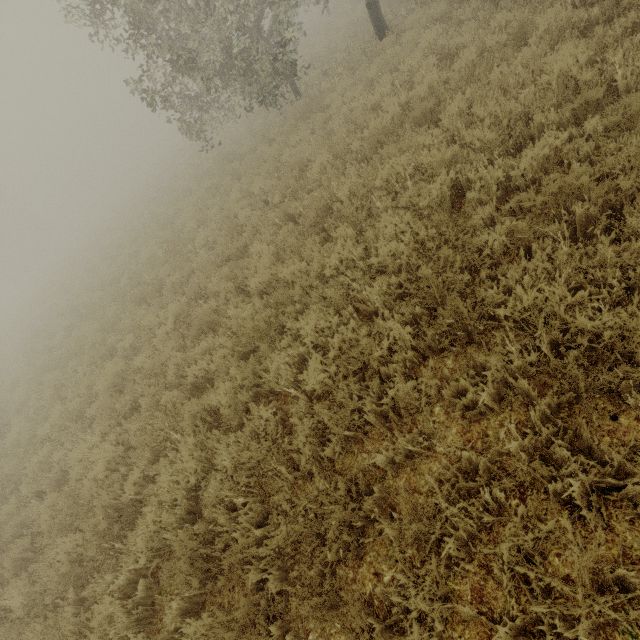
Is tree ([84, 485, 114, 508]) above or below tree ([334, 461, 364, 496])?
above

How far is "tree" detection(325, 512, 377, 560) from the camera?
2.57m

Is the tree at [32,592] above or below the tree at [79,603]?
above

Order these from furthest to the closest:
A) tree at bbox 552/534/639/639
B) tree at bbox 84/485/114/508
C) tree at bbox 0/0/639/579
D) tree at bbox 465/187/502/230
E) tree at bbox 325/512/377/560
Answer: tree at bbox 84/485/114/508
tree at bbox 465/187/502/230
tree at bbox 0/0/639/579
tree at bbox 325/512/377/560
tree at bbox 552/534/639/639

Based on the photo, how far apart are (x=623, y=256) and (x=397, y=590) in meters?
3.2

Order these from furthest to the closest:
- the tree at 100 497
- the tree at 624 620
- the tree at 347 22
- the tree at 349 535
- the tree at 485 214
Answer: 1. the tree at 100 497
2. the tree at 485 214
3. the tree at 347 22
4. the tree at 349 535
5. the tree at 624 620

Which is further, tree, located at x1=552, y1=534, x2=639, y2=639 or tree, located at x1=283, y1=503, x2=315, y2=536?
tree, located at x1=283, y1=503, x2=315, y2=536
